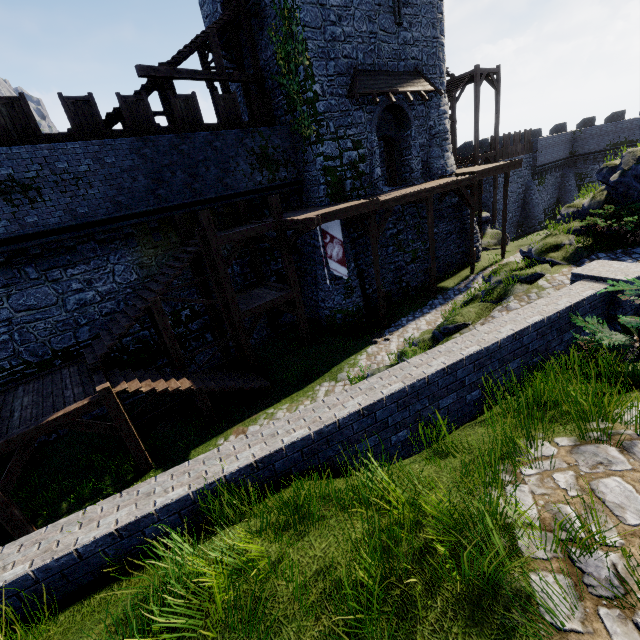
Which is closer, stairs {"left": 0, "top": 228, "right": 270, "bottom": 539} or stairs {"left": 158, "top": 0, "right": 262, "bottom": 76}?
stairs {"left": 0, "top": 228, "right": 270, "bottom": 539}

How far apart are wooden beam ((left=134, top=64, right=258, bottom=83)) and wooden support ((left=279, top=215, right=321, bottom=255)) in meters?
→ 7.5

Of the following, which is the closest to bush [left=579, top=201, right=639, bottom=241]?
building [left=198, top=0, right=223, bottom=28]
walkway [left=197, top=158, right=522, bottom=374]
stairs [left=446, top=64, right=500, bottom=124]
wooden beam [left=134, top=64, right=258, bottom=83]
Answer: walkway [left=197, top=158, right=522, bottom=374]

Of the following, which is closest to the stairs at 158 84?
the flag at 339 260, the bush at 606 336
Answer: the flag at 339 260

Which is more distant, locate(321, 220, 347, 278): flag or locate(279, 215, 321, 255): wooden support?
locate(321, 220, 347, 278): flag

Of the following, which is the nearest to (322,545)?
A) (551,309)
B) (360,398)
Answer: (360,398)

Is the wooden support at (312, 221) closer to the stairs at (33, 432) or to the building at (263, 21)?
the stairs at (33, 432)

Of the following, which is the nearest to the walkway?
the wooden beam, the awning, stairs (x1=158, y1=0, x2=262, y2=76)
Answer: stairs (x1=158, y1=0, x2=262, y2=76)
